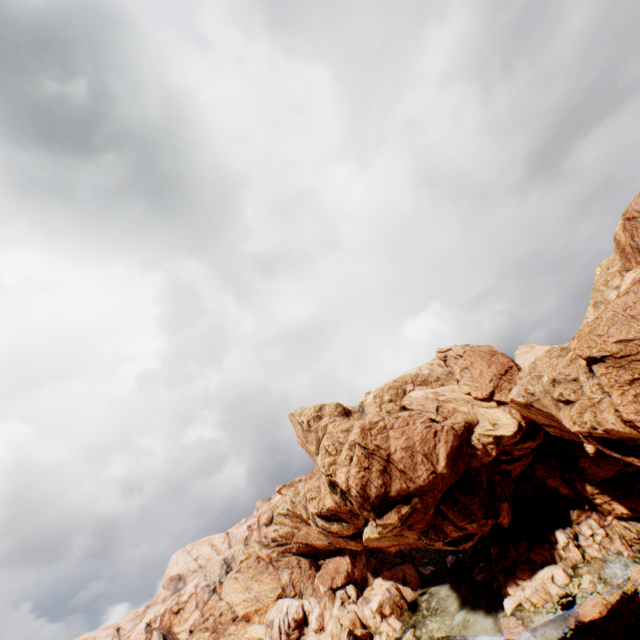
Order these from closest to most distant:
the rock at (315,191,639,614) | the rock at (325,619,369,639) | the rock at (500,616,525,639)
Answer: the rock at (315,191,639,614) < the rock at (500,616,525,639) < the rock at (325,619,369,639)

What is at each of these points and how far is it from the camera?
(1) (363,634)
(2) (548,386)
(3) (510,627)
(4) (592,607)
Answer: (1) rock, 59.4m
(2) rock, 40.3m
(3) rock, 45.3m
(4) rock, 40.5m

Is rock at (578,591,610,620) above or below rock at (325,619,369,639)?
below

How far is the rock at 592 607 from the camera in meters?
39.3 m

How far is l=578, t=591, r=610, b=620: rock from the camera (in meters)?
39.34

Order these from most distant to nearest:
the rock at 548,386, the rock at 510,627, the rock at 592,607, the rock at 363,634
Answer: the rock at 363,634, the rock at 510,627, the rock at 592,607, the rock at 548,386
